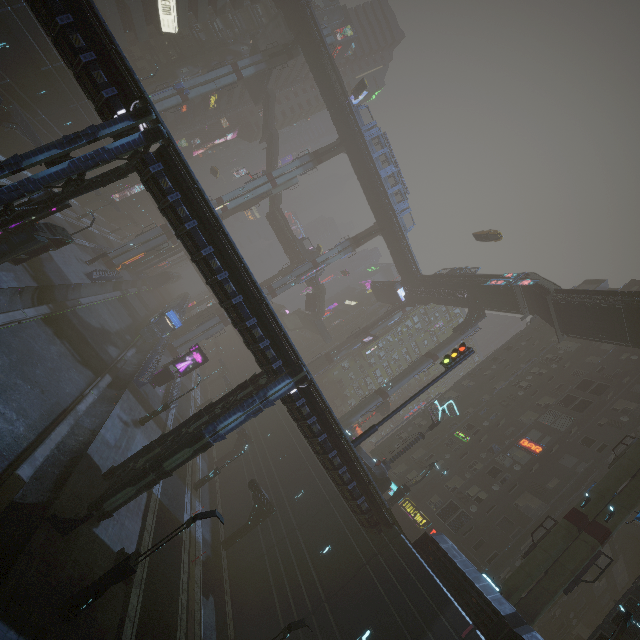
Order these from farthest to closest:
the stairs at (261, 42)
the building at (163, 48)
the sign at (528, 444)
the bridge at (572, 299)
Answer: the building at (163, 48) < the stairs at (261, 42) < the sign at (528, 444) < the bridge at (572, 299)

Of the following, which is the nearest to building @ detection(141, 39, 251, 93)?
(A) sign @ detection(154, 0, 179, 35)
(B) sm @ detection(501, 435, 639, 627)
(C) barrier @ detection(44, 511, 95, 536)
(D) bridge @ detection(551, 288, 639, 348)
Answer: (A) sign @ detection(154, 0, 179, 35)

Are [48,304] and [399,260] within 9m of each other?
no

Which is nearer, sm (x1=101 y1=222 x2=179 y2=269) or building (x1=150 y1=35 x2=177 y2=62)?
sm (x1=101 y1=222 x2=179 y2=269)

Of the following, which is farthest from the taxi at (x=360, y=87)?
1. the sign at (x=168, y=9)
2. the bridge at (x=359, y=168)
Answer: the sign at (x=168, y=9)

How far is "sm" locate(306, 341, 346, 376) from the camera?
58.2 meters

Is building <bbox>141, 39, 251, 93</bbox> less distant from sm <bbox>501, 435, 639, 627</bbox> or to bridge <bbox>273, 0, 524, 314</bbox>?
bridge <bbox>273, 0, 524, 314</bbox>

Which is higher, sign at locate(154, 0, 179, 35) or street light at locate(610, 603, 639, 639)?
sign at locate(154, 0, 179, 35)
